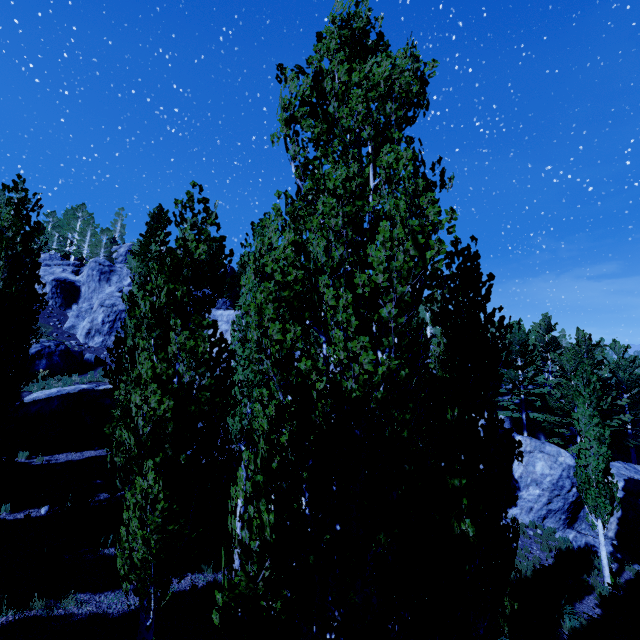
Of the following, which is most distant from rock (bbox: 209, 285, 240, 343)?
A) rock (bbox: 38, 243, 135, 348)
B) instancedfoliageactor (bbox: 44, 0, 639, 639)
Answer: rock (bbox: 38, 243, 135, 348)

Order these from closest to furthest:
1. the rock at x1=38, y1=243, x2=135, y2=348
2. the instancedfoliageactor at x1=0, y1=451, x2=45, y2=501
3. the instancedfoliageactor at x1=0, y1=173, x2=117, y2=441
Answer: the instancedfoliageactor at x1=0, y1=173, x2=117, y2=441
the instancedfoliageactor at x1=0, y1=451, x2=45, y2=501
the rock at x1=38, y1=243, x2=135, y2=348

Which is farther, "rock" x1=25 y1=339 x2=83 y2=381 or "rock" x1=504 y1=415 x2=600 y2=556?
"rock" x1=25 y1=339 x2=83 y2=381

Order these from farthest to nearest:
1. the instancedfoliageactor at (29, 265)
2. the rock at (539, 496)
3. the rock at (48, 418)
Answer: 1. the rock at (539, 496)
2. the rock at (48, 418)
3. the instancedfoliageactor at (29, 265)

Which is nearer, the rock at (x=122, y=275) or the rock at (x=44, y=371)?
the rock at (x=44, y=371)

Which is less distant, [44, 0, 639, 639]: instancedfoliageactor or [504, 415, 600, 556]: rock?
[44, 0, 639, 639]: instancedfoliageactor

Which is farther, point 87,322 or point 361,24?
point 87,322
